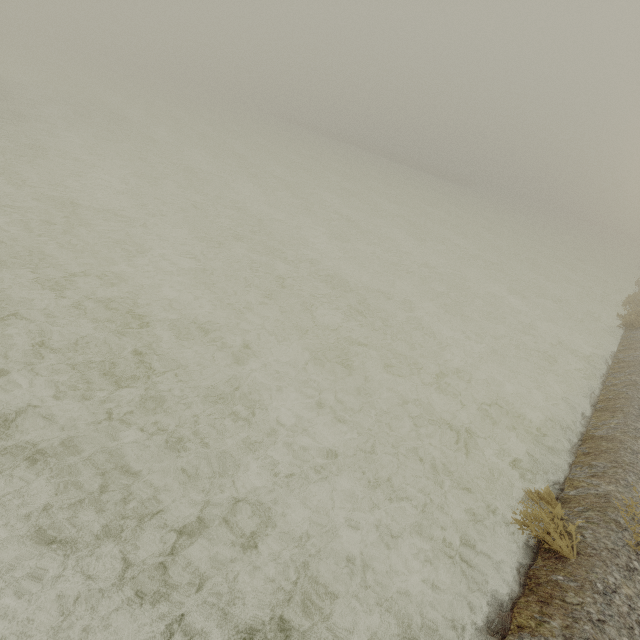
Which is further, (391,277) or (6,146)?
(391,277)
